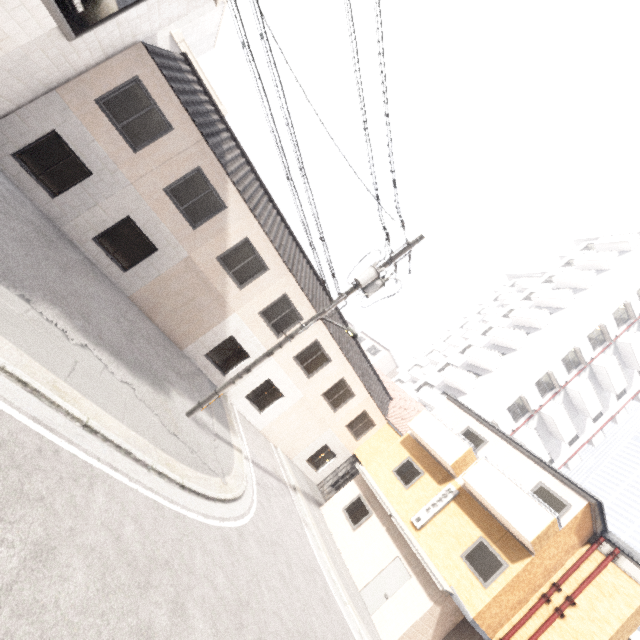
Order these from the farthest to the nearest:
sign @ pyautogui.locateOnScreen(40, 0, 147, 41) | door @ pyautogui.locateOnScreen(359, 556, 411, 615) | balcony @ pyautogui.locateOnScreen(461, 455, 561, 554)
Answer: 1. door @ pyautogui.locateOnScreen(359, 556, 411, 615)
2. balcony @ pyautogui.locateOnScreen(461, 455, 561, 554)
3. sign @ pyautogui.locateOnScreen(40, 0, 147, 41)

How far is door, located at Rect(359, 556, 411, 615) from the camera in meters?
12.4 m

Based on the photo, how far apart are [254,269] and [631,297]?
30.94m

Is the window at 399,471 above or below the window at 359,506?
above

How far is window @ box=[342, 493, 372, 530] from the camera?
14.9 meters

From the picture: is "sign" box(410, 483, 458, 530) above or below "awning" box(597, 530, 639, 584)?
below

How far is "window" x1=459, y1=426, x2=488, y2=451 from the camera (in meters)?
14.77

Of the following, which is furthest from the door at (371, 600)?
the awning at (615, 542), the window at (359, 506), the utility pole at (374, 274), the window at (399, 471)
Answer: the utility pole at (374, 274)
